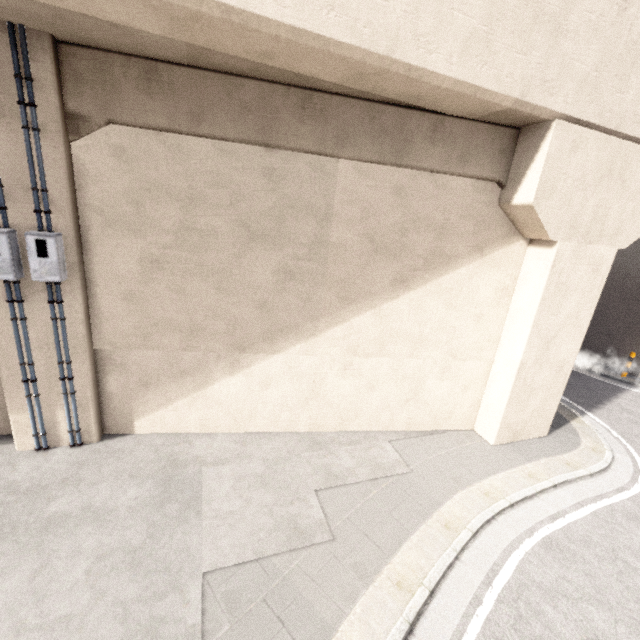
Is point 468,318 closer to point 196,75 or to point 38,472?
point 196,75

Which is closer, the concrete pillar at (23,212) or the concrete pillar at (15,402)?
the concrete pillar at (23,212)

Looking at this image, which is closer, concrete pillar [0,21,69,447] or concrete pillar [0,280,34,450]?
concrete pillar [0,21,69,447]
